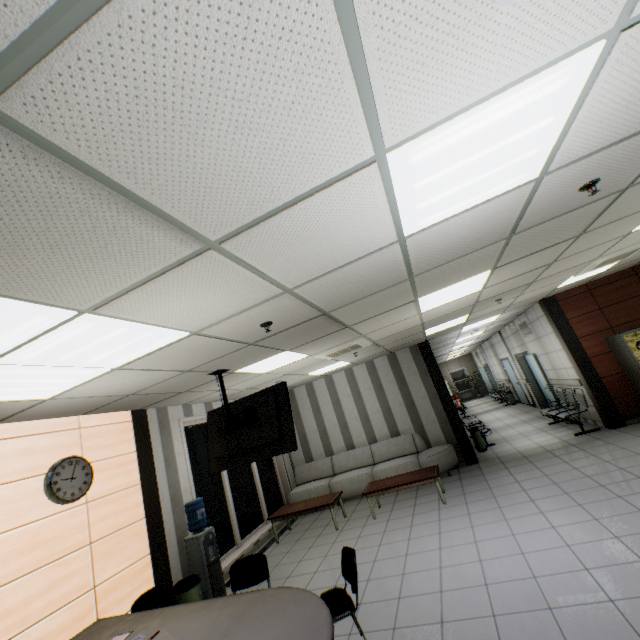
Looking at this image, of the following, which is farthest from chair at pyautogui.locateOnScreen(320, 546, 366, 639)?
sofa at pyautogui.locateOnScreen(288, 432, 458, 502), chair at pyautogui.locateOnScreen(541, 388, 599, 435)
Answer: chair at pyautogui.locateOnScreen(541, 388, 599, 435)

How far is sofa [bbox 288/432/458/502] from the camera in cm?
780

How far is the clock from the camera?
4.0 meters

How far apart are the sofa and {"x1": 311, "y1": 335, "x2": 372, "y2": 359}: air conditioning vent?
3.4 meters

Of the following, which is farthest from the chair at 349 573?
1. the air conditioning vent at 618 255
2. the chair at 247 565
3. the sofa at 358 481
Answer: the air conditioning vent at 618 255

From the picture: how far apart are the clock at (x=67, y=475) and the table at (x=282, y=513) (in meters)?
3.94

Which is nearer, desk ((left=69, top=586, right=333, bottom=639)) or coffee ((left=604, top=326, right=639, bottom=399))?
desk ((left=69, top=586, right=333, bottom=639))

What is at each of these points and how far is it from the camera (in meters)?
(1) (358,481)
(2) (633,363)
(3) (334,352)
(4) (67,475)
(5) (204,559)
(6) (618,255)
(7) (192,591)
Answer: (1) sofa, 8.12
(2) coffee, 6.78
(3) air conditioning vent, 5.88
(4) clock, 4.20
(5) water container, 5.15
(6) air conditioning vent, 5.48
(7) garbage can, 4.72
